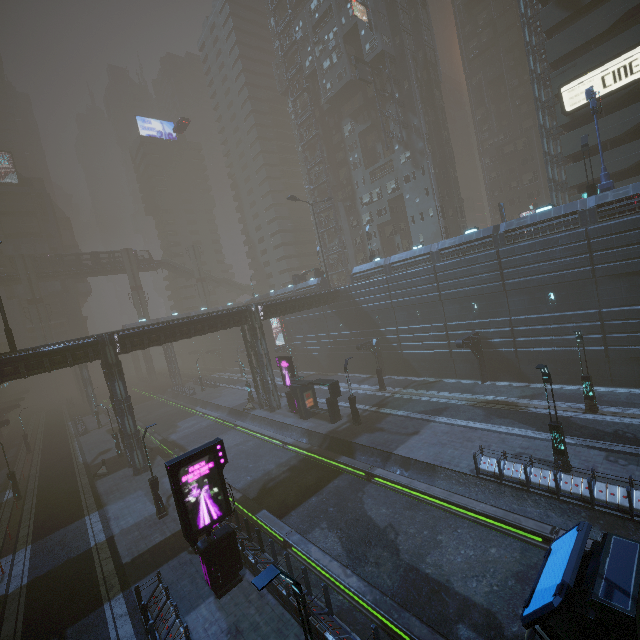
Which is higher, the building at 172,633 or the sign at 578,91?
the sign at 578,91

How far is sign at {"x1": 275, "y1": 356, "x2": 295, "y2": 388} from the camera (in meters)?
32.44

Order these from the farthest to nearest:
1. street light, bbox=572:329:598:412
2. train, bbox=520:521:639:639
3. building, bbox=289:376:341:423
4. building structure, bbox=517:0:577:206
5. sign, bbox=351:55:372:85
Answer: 1. sign, bbox=351:55:372:85
2. building structure, bbox=517:0:577:206
3. building, bbox=289:376:341:423
4. street light, bbox=572:329:598:412
5. train, bbox=520:521:639:639

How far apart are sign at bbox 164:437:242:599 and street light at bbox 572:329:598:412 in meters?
21.5

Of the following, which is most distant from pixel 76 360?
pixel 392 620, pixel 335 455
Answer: pixel 392 620

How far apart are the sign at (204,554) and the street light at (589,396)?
21.5m

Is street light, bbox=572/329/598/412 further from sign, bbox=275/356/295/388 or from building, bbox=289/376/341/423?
sign, bbox=275/356/295/388

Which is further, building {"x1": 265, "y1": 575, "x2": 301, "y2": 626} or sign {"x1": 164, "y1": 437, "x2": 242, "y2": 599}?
sign {"x1": 164, "y1": 437, "x2": 242, "y2": 599}
